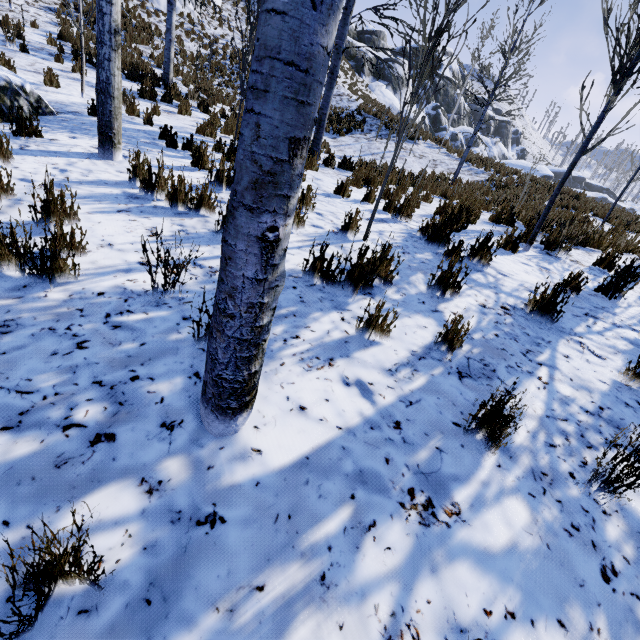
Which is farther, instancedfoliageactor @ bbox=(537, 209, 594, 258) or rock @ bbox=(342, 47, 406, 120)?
rock @ bbox=(342, 47, 406, 120)

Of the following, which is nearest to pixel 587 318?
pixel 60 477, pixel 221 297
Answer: pixel 221 297

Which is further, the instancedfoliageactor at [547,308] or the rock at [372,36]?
the rock at [372,36]

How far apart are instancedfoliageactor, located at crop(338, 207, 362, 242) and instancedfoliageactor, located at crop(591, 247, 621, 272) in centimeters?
435cm

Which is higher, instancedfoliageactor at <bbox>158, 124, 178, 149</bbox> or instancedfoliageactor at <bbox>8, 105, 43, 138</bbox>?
instancedfoliageactor at <bbox>158, 124, 178, 149</bbox>

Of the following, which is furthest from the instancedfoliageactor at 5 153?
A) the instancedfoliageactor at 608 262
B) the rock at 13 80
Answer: the instancedfoliageactor at 608 262

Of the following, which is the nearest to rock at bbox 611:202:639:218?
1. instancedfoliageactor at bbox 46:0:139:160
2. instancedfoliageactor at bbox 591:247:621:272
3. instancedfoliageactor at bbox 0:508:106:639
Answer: instancedfoliageactor at bbox 46:0:139:160

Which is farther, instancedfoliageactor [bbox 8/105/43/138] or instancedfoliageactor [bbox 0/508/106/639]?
instancedfoliageactor [bbox 8/105/43/138]
